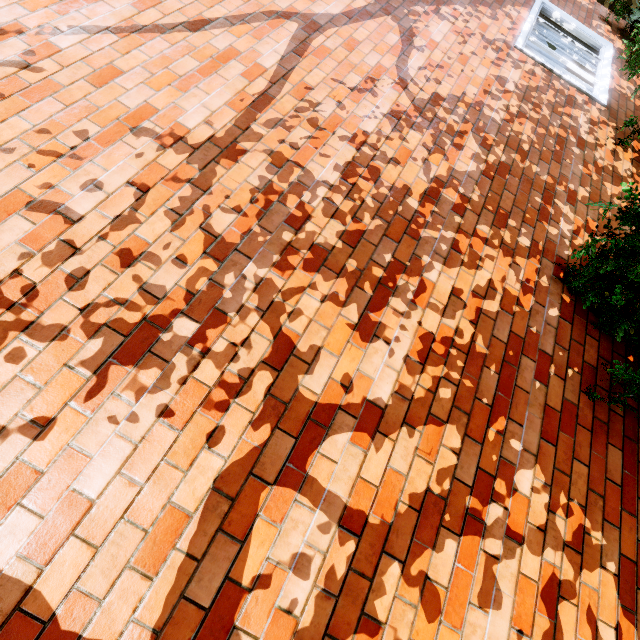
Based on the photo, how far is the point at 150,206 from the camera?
1.9 meters
